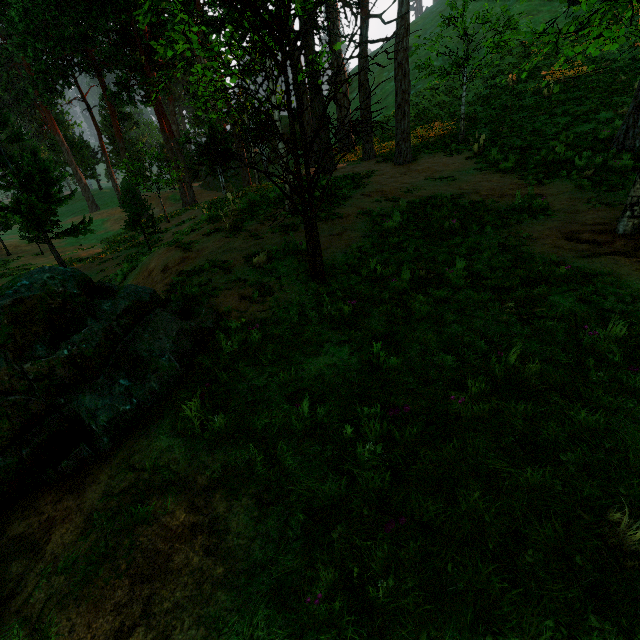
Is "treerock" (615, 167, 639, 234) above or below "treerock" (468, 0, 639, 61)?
below

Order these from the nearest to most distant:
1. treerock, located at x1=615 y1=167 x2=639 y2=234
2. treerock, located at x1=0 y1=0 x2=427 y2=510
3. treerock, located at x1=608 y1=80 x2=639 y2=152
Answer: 1. treerock, located at x1=0 y1=0 x2=427 y2=510
2. treerock, located at x1=615 y1=167 x2=639 y2=234
3. treerock, located at x1=608 y1=80 x2=639 y2=152

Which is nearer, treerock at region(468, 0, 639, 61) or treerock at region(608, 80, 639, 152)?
treerock at region(468, 0, 639, 61)

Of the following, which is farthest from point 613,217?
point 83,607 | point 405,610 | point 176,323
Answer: point 83,607

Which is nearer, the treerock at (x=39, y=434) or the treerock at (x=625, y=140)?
the treerock at (x=39, y=434)

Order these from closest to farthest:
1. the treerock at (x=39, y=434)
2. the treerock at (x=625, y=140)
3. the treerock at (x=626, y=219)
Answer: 1. the treerock at (x=39, y=434)
2. the treerock at (x=626, y=219)
3. the treerock at (x=625, y=140)
